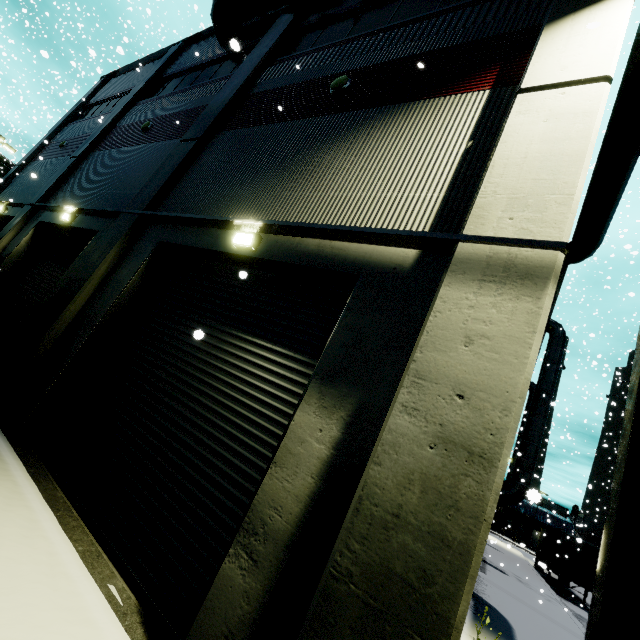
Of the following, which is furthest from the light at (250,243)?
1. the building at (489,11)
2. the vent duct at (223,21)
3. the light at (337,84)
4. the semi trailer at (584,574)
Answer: the semi trailer at (584,574)

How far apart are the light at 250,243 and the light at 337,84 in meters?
3.7

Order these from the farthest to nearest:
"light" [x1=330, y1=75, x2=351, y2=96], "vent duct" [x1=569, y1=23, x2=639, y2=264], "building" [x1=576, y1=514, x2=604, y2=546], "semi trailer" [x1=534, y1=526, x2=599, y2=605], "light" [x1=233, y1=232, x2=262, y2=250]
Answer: "building" [x1=576, y1=514, x2=604, y2=546]
"semi trailer" [x1=534, y1=526, x2=599, y2=605]
"vent duct" [x1=569, y1=23, x2=639, y2=264]
"light" [x1=330, y1=75, x2=351, y2=96]
"light" [x1=233, y1=232, x2=262, y2=250]

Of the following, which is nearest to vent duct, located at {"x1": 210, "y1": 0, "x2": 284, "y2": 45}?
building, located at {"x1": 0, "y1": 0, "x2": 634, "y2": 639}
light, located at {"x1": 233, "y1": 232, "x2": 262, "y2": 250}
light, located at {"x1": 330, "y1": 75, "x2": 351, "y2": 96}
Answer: building, located at {"x1": 0, "y1": 0, "x2": 634, "y2": 639}

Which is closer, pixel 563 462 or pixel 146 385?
pixel 146 385

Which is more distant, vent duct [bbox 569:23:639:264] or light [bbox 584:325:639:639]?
vent duct [bbox 569:23:639:264]

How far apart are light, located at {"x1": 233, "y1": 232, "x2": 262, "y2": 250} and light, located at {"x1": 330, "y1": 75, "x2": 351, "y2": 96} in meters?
3.7 m

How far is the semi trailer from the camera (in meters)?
21.55
